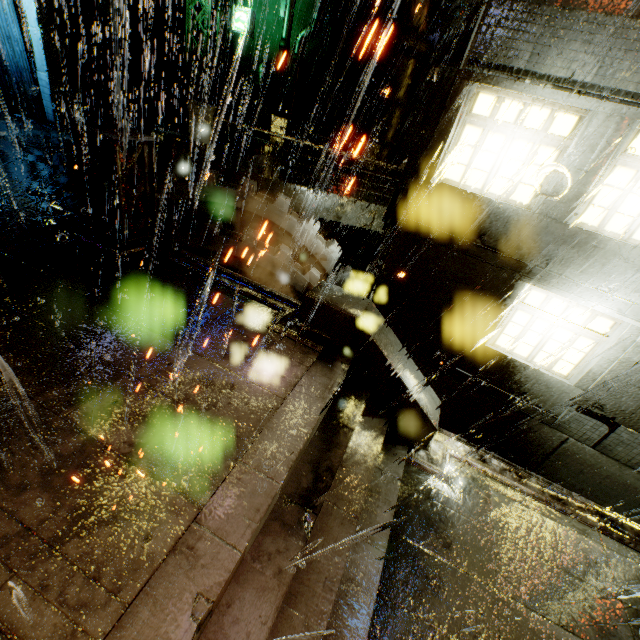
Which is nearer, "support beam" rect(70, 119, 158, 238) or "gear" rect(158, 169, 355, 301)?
"support beam" rect(70, 119, 158, 238)

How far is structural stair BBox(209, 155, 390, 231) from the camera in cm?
1024

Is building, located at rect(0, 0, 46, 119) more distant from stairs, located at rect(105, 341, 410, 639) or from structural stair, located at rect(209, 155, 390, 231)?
stairs, located at rect(105, 341, 410, 639)

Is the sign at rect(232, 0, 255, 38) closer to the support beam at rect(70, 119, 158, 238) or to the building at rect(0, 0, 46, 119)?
the building at rect(0, 0, 46, 119)

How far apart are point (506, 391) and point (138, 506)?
8.02m

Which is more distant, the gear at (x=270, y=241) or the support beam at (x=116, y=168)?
the gear at (x=270, y=241)

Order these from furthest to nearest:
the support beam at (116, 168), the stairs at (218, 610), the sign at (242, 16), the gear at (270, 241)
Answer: the sign at (242, 16) < the gear at (270, 241) < the support beam at (116, 168) < the stairs at (218, 610)

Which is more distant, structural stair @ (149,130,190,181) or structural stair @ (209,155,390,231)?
structural stair @ (209,155,390,231)
